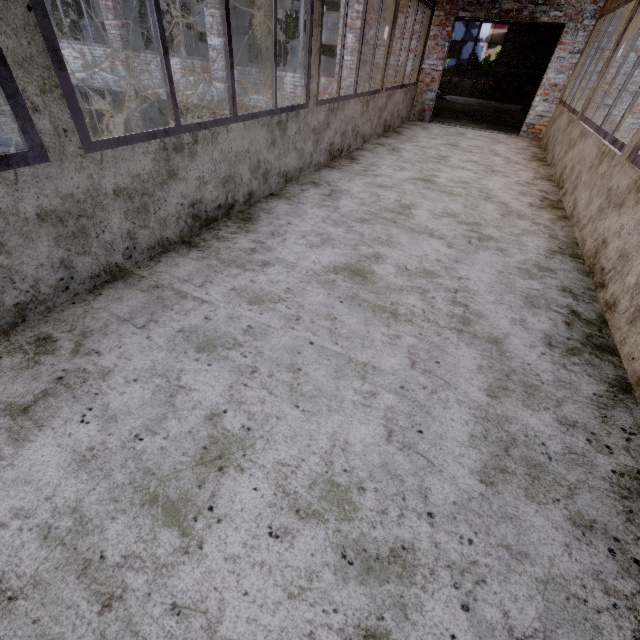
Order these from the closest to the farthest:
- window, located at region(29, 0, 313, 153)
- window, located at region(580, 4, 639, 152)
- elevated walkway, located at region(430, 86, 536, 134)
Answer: window, located at region(29, 0, 313, 153) → window, located at region(580, 4, 639, 152) → elevated walkway, located at region(430, 86, 536, 134)

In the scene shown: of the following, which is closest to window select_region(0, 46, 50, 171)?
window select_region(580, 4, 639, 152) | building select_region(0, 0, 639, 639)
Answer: building select_region(0, 0, 639, 639)

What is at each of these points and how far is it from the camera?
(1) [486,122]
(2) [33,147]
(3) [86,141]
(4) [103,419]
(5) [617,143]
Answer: (1) elevated walkway, 10.0 meters
(2) window, 1.7 meters
(3) window, 1.9 meters
(4) building, 1.5 meters
(5) window, 3.5 meters

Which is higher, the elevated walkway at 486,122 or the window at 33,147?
the window at 33,147

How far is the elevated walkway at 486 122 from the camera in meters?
9.4 m

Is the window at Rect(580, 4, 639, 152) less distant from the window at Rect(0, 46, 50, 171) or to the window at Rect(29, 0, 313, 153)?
the window at Rect(29, 0, 313, 153)

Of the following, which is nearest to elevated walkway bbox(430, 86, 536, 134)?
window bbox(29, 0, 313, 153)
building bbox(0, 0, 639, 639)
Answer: building bbox(0, 0, 639, 639)
